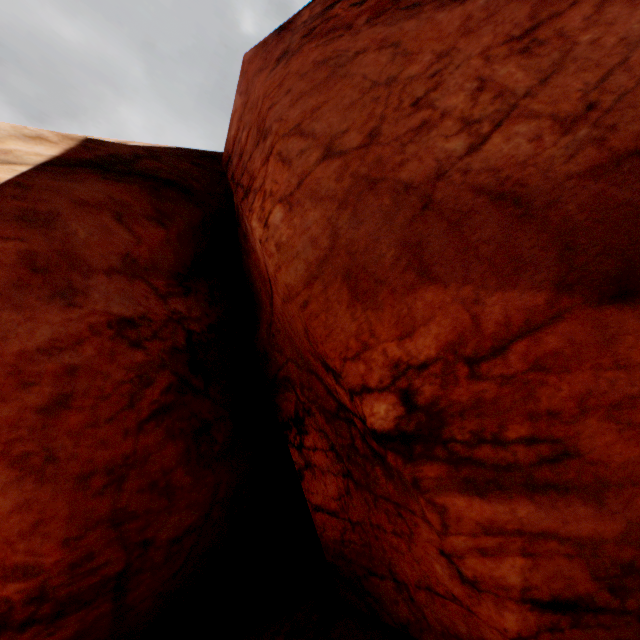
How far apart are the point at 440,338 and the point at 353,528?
3.7 meters
